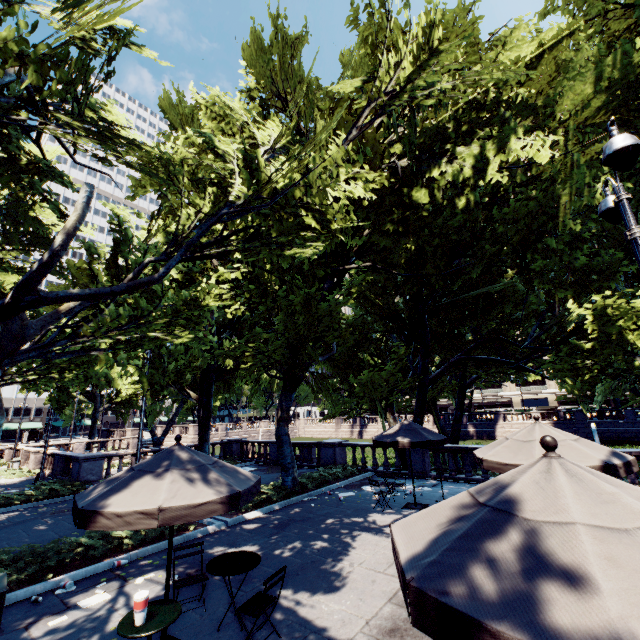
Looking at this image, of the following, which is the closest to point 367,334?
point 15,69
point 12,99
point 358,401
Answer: point 358,401

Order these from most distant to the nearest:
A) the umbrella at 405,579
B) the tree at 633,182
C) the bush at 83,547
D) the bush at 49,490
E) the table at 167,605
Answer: the bush at 49,490 < the tree at 633,182 < the bush at 83,547 < the table at 167,605 < the umbrella at 405,579

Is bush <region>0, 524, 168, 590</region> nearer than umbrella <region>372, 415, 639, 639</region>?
No

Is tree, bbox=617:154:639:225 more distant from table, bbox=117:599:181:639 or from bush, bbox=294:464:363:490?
table, bbox=117:599:181:639

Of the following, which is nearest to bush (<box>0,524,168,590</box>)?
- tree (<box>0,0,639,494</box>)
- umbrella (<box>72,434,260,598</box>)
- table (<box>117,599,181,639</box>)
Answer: tree (<box>0,0,639,494</box>)

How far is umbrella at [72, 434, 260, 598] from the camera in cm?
412

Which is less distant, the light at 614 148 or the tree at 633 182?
the light at 614 148

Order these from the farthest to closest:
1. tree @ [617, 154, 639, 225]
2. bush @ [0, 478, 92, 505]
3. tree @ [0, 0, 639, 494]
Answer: bush @ [0, 478, 92, 505] < tree @ [617, 154, 639, 225] < tree @ [0, 0, 639, 494]
